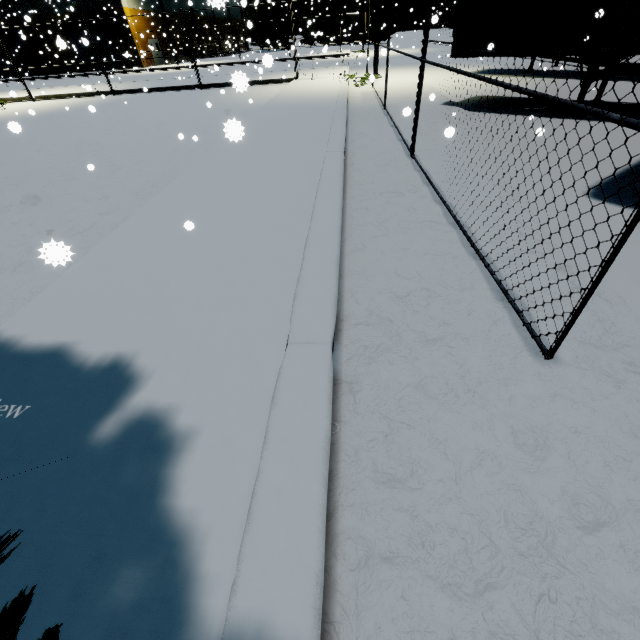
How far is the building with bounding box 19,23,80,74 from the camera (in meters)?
28.77

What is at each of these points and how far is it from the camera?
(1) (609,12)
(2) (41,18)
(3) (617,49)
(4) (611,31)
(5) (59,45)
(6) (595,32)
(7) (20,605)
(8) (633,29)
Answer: (1) semi trailer, 6.7m
(2) building, 34.5m
(3) semi trailer, 6.9m
(4) semi trailer, 6.8m
(5) building, 5.7m
(6) semi trailer, 7.0m
(7) tree, 0.2m
(8) semi trailer, 6.6m

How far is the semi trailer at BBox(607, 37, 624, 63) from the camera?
6.83m

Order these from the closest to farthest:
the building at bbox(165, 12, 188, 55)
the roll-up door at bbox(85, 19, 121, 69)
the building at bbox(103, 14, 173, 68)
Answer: the building at bbox(103, 14, 173, 68) < the roll-up door at bbox(85, 19, 121, 69) < the building at bbox(165, 12, 188, 55)

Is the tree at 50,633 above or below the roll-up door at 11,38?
below

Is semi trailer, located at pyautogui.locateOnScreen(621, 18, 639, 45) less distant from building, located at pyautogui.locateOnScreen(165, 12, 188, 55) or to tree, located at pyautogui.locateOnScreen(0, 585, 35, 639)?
tree, located at pyautogui.locateOnScreen(0, 585, 35, 639)

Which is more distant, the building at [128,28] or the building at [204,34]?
the building at [204,34]

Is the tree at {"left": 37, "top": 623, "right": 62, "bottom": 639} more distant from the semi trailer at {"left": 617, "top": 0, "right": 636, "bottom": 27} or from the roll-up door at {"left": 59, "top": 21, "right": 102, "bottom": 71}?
the roll-up door at {"left": 59, "top": 21, "right": 102, "bottom": 71}
